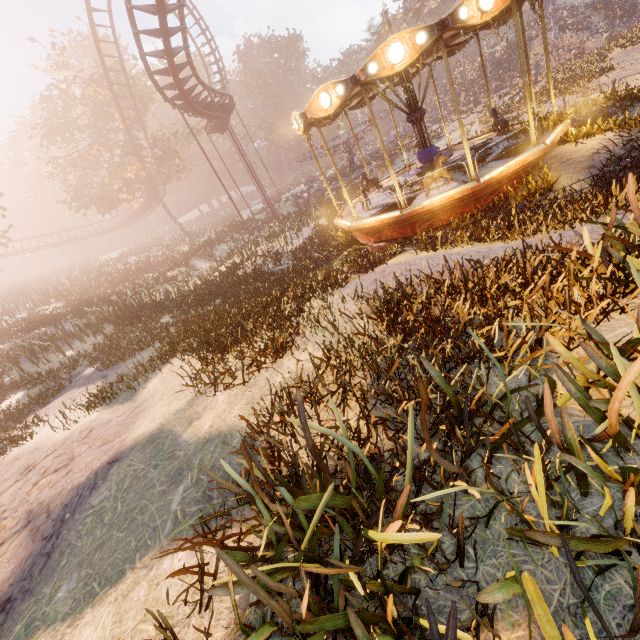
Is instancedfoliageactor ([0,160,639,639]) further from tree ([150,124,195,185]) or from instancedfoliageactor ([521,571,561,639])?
tree ([150,124,195,185])

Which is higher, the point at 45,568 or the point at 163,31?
the point at 163,31

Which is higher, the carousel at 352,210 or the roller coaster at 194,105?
the roller coaster at 194,105

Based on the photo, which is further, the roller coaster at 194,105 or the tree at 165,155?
the tree at 165,155

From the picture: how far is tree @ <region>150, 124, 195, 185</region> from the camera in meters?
32.9

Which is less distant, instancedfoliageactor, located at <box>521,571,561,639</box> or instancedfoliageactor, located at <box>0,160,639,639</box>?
instancedfoliageactor, located at <box>521,571,561,639</box>

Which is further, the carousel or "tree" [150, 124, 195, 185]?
"tree" [150, 124, 195, 185]
